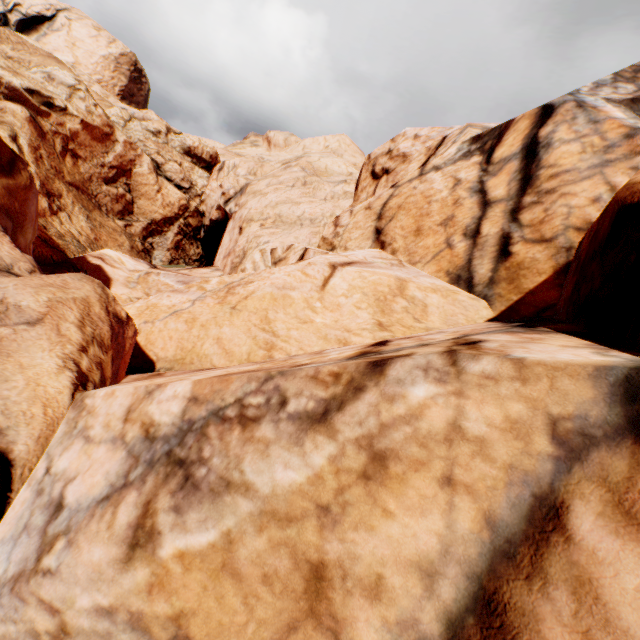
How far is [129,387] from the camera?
4.5 meters
